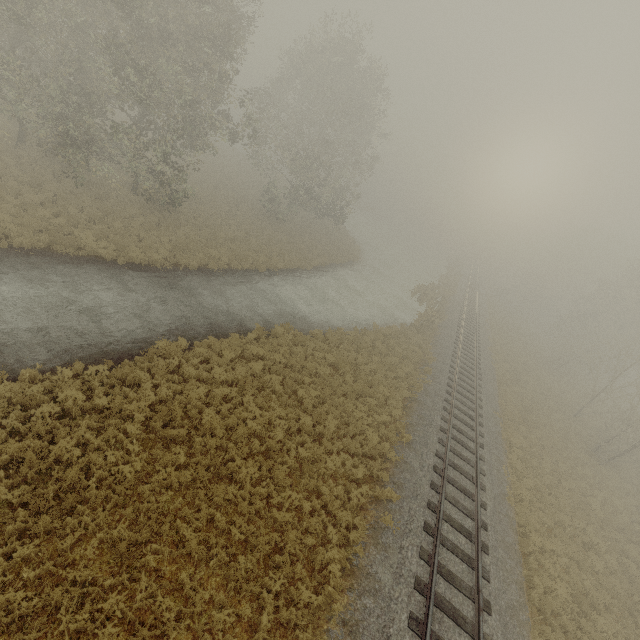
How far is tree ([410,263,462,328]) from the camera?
28.22m

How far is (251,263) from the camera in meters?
23.7 m

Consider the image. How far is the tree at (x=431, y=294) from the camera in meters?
28.2
